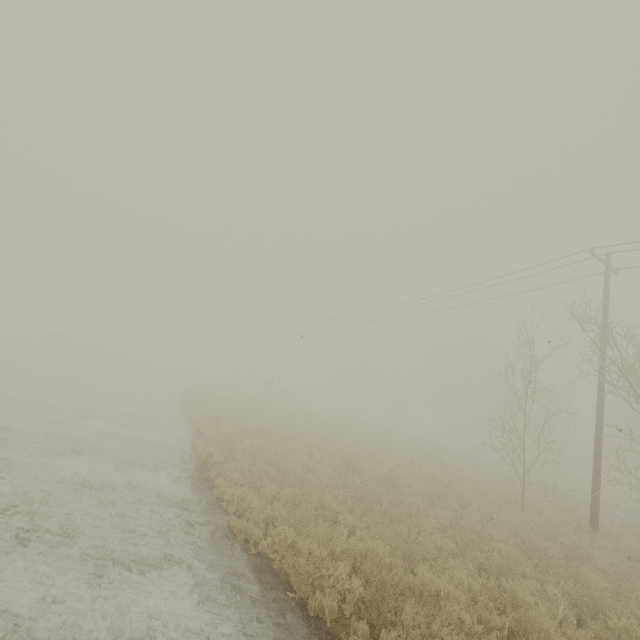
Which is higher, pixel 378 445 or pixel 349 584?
pixel 378 445
